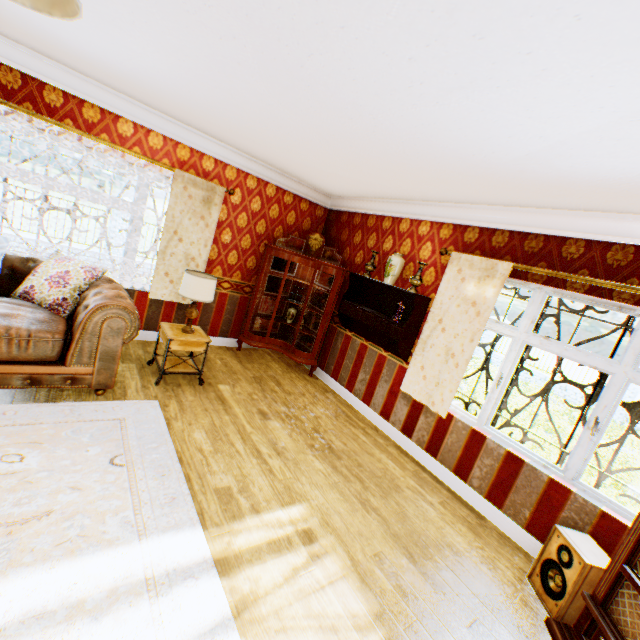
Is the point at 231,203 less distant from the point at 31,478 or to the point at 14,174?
the point at 14,174

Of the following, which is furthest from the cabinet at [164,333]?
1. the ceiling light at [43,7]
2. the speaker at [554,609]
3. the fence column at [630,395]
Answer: the fence column at [630,395]

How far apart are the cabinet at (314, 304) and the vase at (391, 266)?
1.0 meters

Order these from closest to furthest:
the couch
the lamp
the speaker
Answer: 1. the speaker
2. the couch
3. the lamp

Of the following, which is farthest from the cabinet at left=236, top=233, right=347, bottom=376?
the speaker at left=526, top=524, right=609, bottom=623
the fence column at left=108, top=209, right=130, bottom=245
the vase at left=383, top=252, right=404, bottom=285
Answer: the fence column at left=108, top=209, right=130, bottom=245

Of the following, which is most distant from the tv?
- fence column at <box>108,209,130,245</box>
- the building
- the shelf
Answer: fence column at <box>108,209,130,245</box>

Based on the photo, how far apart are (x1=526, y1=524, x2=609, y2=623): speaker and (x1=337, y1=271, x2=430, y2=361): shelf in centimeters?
227cm

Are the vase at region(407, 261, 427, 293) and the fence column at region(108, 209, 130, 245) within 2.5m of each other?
no
